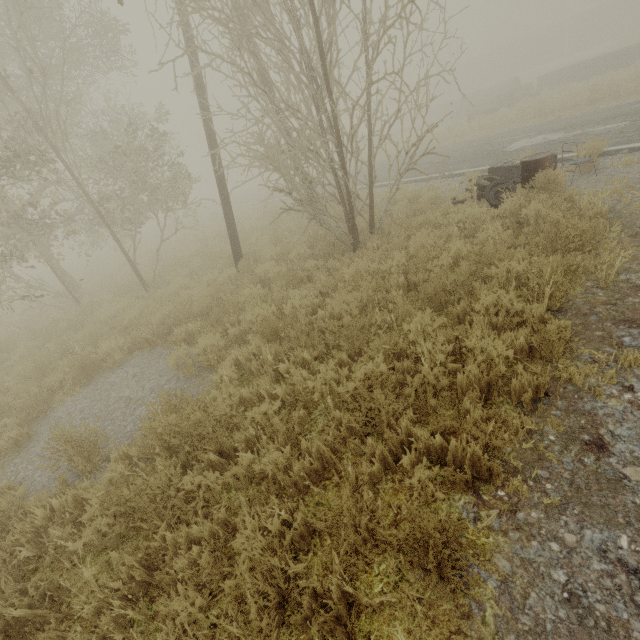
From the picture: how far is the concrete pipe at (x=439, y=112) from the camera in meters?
25.4

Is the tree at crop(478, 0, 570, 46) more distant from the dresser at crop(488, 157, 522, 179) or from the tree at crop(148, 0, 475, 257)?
the dresser at crop(488, 157, 522, 179)

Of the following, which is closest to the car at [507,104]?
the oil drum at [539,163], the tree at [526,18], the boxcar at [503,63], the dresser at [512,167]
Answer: the dresser at [512,167]

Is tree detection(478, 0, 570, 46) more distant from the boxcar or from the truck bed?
the truck bed

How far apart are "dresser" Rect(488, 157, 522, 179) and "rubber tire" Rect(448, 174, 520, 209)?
0.16m

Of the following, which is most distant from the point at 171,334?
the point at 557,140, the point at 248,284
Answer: the point at 557,140

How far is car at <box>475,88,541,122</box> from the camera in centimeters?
2055cm

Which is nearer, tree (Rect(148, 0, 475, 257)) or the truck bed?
tree (Rect(148, 0, 475, 257))
